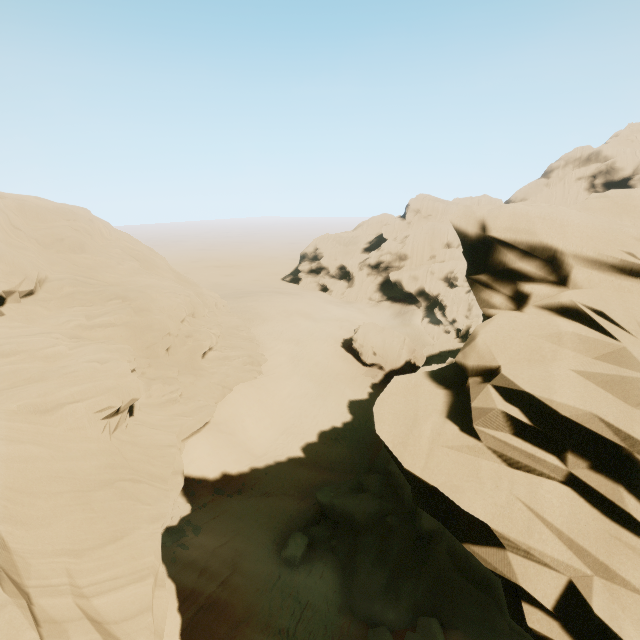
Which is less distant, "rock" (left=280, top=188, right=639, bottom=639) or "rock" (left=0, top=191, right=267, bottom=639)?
"rock" (left=280, top=188, right=639, bottom=639)

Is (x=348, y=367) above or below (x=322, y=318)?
below

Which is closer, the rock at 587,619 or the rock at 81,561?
the rock at 587,619
